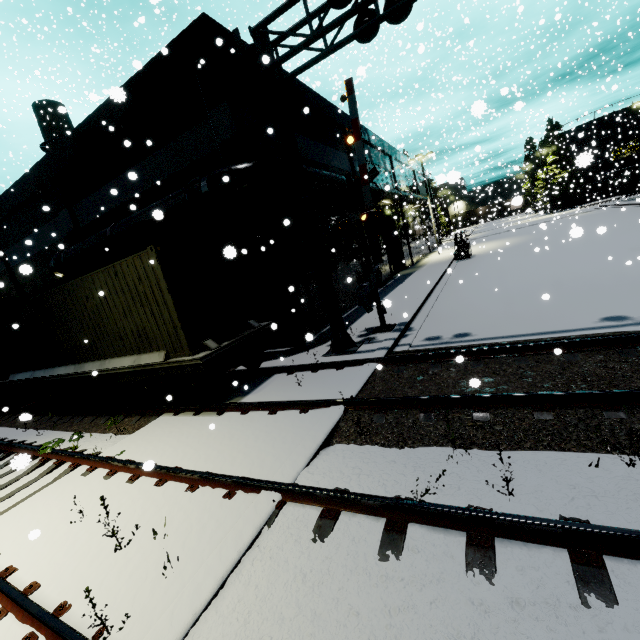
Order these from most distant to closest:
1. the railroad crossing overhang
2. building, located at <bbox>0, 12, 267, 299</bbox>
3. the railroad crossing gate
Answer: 1. building, located at <bbox>0, 12, 267, 299</bbox>
2. the railroad crossing gate
3. the railroad crossing overhang

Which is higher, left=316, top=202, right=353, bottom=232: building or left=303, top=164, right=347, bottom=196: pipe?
left=303, top=164, right=347, bottom=196: pipe

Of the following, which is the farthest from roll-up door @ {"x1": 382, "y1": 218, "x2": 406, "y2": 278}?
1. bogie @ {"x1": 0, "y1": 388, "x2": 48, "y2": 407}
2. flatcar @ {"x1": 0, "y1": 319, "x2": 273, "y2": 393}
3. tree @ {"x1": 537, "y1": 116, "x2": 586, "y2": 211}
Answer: bogie @ {"x1": 0, "y1": 388, "x2": 48, "y2": 407}

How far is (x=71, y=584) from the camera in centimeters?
375cm

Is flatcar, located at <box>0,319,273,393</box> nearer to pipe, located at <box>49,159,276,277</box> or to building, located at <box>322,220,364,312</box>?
building, located at <box>322,220,364,312</box>

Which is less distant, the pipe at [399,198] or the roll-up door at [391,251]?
the pipe at [399,198]

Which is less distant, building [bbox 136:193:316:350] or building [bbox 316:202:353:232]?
building [bbox 136:193:316:350]

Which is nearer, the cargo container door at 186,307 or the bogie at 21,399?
the cargo container door at 186,307
